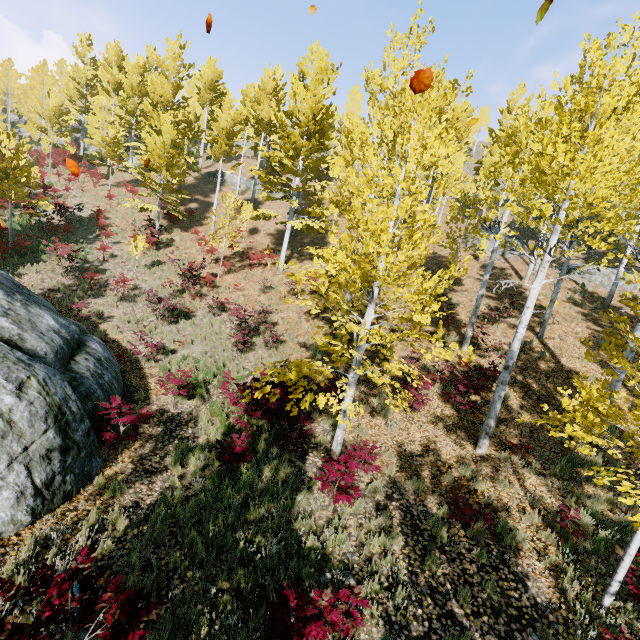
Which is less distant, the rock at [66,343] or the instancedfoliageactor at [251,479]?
the rock at [66,343]

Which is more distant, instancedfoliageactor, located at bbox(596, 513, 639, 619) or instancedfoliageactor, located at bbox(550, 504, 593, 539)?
instancedfoliageactor, located at bbox(550, 504, 593, 539)

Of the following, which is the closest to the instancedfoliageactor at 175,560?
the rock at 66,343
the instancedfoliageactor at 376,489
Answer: the instancedfoliageactor at 376,489

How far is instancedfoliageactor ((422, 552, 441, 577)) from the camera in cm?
541

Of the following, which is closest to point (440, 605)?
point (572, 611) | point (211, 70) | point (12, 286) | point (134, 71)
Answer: point (572, 611)

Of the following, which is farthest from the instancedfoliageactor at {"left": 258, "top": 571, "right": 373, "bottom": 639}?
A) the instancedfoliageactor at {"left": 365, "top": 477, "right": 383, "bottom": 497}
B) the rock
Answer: the rock

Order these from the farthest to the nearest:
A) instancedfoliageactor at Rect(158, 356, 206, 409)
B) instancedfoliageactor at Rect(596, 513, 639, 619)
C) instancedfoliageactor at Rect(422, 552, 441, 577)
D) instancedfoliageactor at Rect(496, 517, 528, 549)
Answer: instancedfoliageactor at Rect(158, 356, 206, 409)
instancedfoliageactor at Rect(496, 517, 528, 549)
instancedfoliageactor at Rect(422, 552, 441, 577)
instancedfoliageactor at Rect(596, 513, 639, 619)
